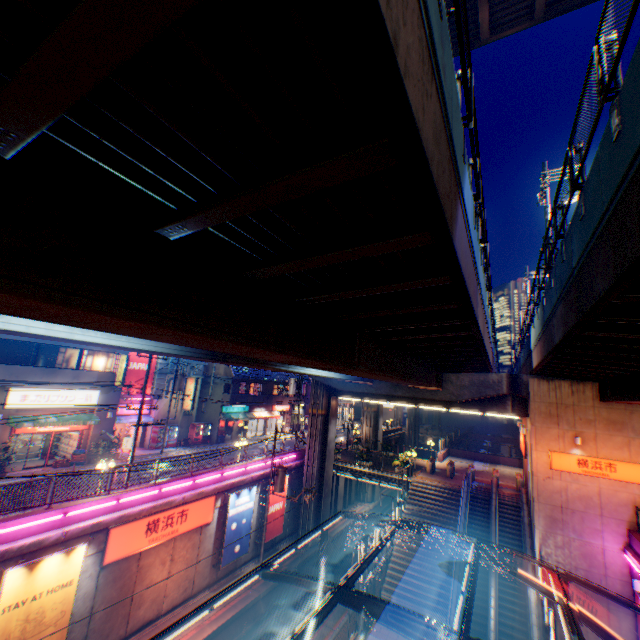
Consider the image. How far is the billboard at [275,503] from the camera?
24.75m

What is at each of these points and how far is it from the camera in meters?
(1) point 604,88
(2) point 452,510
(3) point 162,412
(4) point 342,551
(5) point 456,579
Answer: (1) metal fence, 4.7
(2) steps, 24.0
(3) building, 31.6
(4) railway, 28.3
(5) escalator, 19.3

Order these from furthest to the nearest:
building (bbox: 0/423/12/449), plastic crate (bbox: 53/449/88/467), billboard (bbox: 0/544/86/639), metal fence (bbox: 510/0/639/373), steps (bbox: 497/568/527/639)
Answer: plastic crate (bbox: 53/449/88/467)
building (bbox: 0/423/12/449)
steps (bbox: 497/568/527/639)
billboard (bbox: 0/544/86/639)
metal fence (bbox: 510/0/639/373)

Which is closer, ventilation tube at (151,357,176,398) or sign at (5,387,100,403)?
sign at (5,387,100,403)

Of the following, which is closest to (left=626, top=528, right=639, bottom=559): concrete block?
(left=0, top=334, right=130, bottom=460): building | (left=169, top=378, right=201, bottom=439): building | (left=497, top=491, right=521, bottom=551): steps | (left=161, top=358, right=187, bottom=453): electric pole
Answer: (left=497, top=491, right=521, bottom=551): steps

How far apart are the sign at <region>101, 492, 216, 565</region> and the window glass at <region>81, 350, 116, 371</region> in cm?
1348

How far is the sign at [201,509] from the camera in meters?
15.4 m

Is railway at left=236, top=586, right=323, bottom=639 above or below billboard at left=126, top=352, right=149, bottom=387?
below
